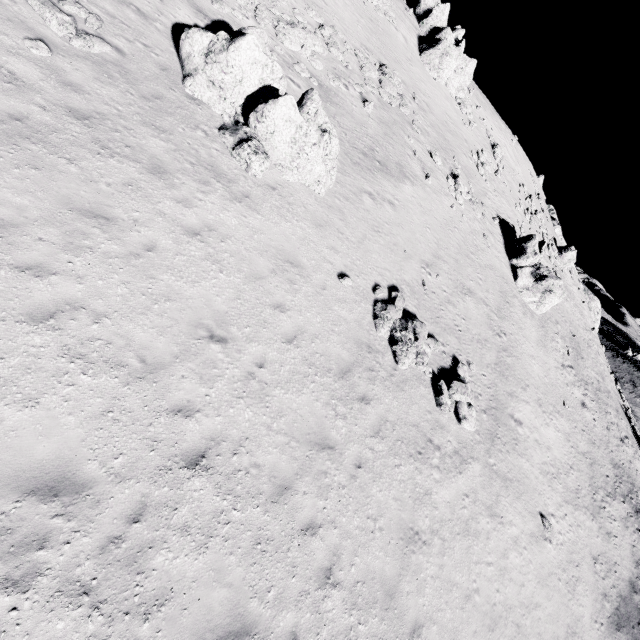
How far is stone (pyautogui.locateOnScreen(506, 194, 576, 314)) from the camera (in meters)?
26.09

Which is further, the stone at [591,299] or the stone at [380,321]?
the stone at [591,299]

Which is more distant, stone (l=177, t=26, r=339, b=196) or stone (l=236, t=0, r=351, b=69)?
stone (l=236, t=0, r=351, b=69)

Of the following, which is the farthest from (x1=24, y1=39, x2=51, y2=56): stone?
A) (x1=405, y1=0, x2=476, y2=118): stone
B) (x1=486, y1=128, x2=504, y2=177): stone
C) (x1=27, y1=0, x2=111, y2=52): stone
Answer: (x1=486, y1=128, x2=504, y2=177): stone

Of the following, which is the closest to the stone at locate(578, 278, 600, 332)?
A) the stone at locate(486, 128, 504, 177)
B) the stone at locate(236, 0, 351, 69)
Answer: the stone at locate(486, 128, 504, 177)

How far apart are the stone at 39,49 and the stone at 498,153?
38.7 meters

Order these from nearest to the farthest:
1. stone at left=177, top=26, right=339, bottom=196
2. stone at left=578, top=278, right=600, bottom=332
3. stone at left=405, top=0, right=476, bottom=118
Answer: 1. stone at left=177, top=26, right=339, bottom=196
2. stone at left=405, top=0, right=476, bottom=118
3. stone at left=578, top=278, right=600, bottom=332

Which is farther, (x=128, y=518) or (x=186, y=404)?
(x=186, y=404)
